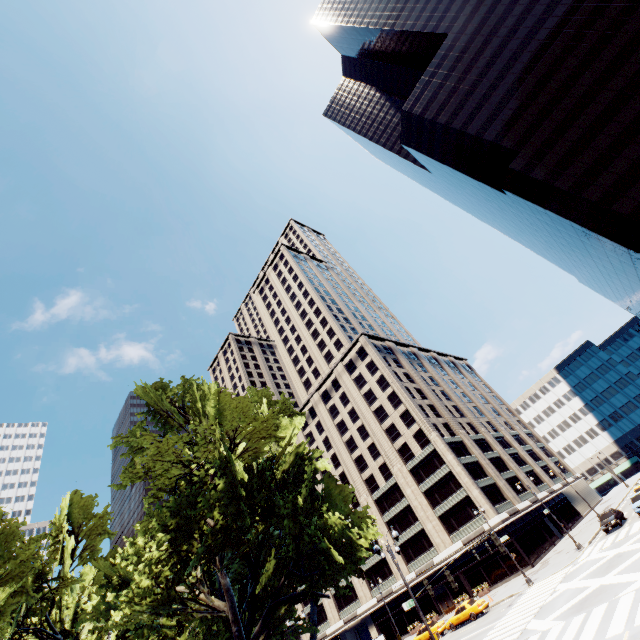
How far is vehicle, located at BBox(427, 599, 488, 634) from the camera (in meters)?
32.19

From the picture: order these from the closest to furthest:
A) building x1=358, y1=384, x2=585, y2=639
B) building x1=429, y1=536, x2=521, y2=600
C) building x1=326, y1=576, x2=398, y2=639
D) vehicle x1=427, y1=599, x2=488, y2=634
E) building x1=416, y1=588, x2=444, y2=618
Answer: vehicle x1=427, y1=599, x2=488, y2=634, building x1=429, y1=536, x2=521, y2=600, building x1=358, y1=384, x2=585, y2=639, building x1=416, y1=588, x2=444, y2=618, building x1=326, y1=576, x2=398, y2=639

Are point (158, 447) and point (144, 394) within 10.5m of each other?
yes

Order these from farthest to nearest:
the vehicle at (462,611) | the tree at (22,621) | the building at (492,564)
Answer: the building at (492,564) < the vehicle at (462,611) < the tree at (22,621)

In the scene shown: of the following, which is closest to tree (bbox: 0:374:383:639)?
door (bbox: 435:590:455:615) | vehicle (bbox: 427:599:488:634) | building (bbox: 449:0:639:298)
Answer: vehicle (bbox: 427:599:488:634)

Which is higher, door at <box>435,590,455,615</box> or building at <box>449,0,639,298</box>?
building at <box>449,0,639,298</box>

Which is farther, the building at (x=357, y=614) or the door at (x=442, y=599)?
the building at (x=357, y=614)

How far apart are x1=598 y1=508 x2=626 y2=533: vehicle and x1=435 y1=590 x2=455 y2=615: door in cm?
2445
